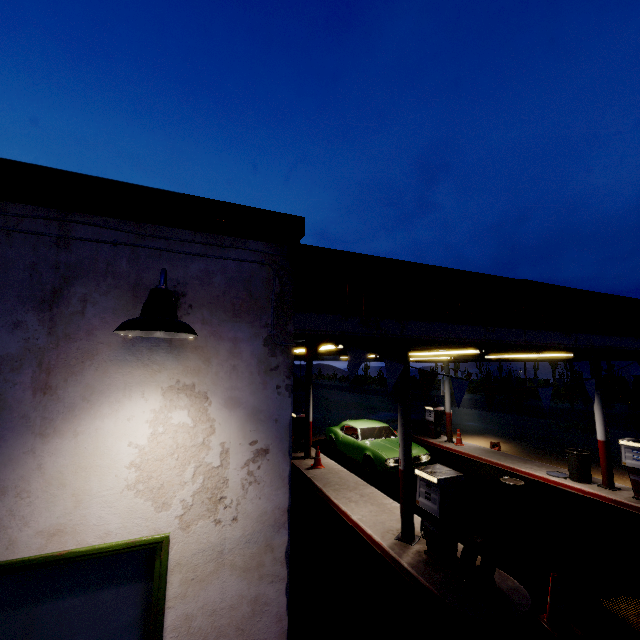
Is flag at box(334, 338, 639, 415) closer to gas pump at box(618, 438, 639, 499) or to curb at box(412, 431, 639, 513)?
gas pump at box(618, 438, 639, 499)

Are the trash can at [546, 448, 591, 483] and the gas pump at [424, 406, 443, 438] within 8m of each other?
yes

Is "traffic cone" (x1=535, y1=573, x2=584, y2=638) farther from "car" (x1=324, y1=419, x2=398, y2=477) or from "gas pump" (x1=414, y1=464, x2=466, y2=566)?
"car" (x1=324, y1=419, x2=398, y2=477)

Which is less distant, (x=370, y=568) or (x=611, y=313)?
(x=611, y=313)

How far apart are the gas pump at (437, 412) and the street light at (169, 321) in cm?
1570

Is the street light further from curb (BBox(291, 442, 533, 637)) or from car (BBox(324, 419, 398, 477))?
car (BBox(324, 419, 398, 477))

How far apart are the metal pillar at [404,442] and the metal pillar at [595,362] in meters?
7.0

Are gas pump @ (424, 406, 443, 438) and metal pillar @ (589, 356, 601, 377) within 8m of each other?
yes
